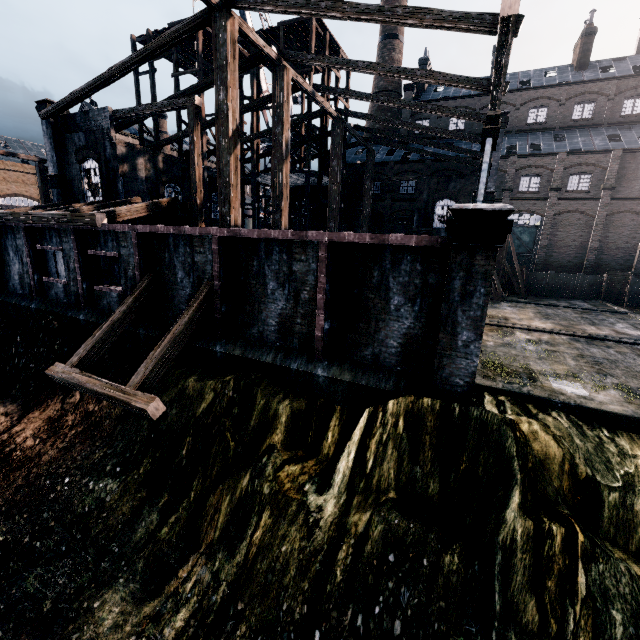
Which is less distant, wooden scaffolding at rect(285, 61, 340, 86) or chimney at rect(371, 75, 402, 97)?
wooden scaffolding at rect(285, 61, 340, 86)

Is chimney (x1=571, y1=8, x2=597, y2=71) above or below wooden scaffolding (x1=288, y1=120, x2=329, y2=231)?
above

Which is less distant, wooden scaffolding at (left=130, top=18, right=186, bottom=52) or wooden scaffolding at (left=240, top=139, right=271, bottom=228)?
wooden scaffolding at (left=130, top=18, right=186, bottom=52)

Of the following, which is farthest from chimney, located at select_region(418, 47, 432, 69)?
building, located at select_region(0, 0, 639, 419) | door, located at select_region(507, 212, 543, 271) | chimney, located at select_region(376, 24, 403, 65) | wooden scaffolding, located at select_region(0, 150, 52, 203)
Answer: wooden scaffolding, located at select_region(0, 150, 52, 203)

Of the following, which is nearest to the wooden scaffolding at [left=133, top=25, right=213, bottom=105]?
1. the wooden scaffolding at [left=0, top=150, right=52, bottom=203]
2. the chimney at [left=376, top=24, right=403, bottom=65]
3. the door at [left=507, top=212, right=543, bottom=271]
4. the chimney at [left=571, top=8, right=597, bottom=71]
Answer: the wooden scaffolding at [left=0, top=150, right=52, bottom=203]

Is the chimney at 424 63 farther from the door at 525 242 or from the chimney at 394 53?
the door at 525 242

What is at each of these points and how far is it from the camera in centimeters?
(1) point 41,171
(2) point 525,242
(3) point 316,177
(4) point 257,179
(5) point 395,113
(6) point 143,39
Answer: (1) wooden scaffolding, 2822cm
(2) door, 3722cm
(3) wooden scaffolding, 3138cm
(4) wooden scaffolding, 3538cm
(5) chimney, 4762cm
(6) wooden scaffolding, 3038cm

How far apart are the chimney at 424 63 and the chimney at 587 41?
16.8m
